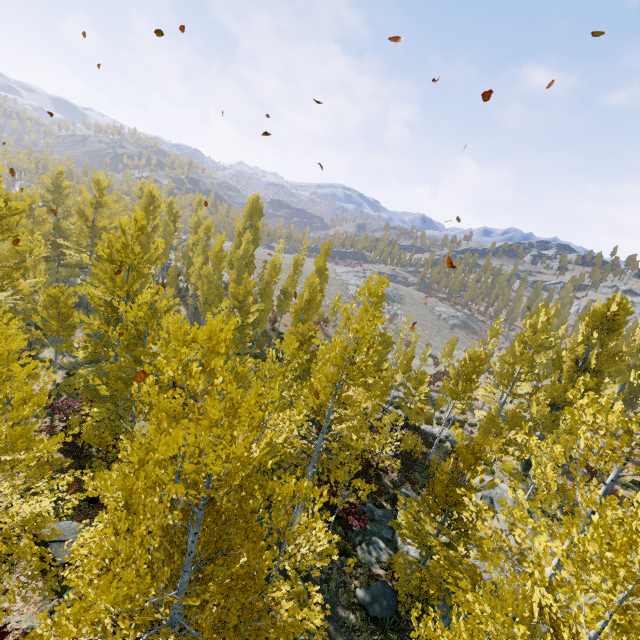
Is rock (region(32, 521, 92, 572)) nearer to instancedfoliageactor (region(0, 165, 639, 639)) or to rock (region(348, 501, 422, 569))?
instancedfoliageactor (region(0, 165, 639, 639))

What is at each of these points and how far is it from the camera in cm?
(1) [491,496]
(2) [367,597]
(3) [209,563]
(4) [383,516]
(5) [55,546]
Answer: (1) rock, 1533
(2) rock, 1152
(3) instancedfoliageactor, 743
(4) rock, 1677
(5) rock, 979

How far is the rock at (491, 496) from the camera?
14.08m

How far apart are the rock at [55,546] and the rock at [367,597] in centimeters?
927cm

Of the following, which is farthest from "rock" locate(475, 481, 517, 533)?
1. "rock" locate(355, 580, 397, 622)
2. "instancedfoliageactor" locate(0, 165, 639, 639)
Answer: "rock" locate(355, 580, 397, 622)

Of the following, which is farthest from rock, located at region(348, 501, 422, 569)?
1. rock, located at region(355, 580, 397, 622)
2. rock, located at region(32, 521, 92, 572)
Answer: rock, located at region(32, 521, 92, 572)

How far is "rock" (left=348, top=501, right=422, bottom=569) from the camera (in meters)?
13.58
